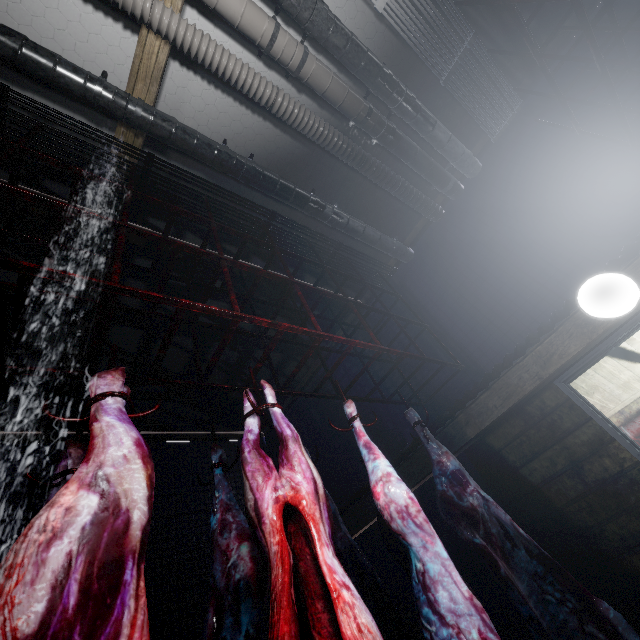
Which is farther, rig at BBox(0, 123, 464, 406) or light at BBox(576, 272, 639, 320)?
light at BBox(576, 272, 639, 320)

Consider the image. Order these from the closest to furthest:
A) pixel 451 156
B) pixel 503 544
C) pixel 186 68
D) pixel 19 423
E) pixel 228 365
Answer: pixel 503 544 < pixel 186 68 < pixel 451 156 < pixel 19 423 < pixel 228 365

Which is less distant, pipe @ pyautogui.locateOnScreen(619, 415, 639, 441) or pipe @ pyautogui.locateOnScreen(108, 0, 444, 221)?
pipe @ pyautogui.locateOnScreen(108, 0, 444, 221)

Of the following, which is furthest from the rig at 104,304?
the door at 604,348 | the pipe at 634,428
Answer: the pipe at 634,428

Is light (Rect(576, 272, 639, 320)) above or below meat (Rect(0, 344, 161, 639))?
above

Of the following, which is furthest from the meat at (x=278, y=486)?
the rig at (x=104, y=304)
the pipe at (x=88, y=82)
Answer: the pipe at (x=88, y=82)

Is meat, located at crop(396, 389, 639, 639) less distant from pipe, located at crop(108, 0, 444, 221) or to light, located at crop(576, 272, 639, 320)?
light, located at crop(576, 272, 639, 320)

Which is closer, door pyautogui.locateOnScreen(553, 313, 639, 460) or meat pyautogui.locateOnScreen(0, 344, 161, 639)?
meat pyautogui.locateOnScreen(0, 344, 161, 639)
